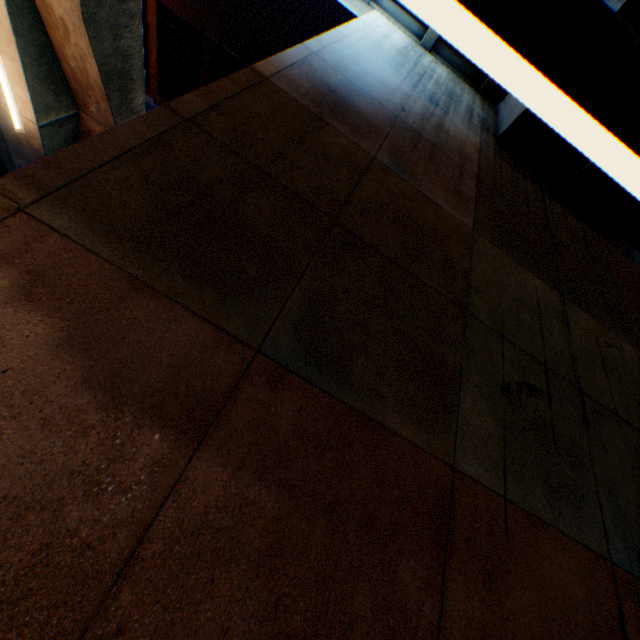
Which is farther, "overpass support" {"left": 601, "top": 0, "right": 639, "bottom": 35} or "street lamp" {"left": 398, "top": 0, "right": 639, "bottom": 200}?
"overpass support" {"left": 601, "top": 0, "right": 639, "bottom": 35}

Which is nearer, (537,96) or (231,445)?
(537,96)

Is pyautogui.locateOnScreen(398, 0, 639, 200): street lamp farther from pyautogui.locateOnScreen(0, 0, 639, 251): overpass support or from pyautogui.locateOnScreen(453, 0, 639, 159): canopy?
pyautogui.locateOnScreen(0, 0, 639, 251): overpass support

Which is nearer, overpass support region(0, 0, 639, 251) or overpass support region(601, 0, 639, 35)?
overpass support region(601, 0, 639, 35)

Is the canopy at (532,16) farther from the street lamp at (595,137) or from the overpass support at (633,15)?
the overpass support at (633,15)
